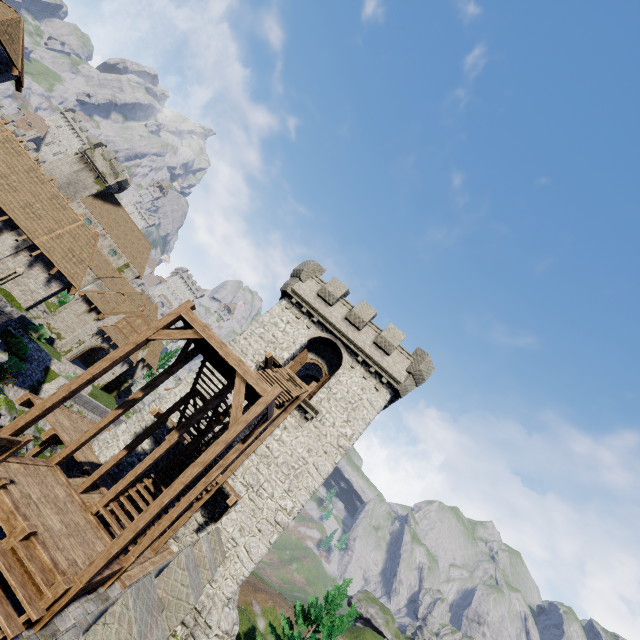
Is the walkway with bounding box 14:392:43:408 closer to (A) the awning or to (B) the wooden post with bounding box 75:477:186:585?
(B) the wooden post with bounding box 75:477:186:585

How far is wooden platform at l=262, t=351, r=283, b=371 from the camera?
17.6 meters

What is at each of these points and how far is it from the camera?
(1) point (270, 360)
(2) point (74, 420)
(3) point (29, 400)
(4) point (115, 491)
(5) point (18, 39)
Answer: (1) wooden platform, 18.2 meters
(2) walkway, 17.0 meters
(3) walkway, 14.6 meters
(4) wooden post, 10.0 meters
(5) building, 20.2 meters

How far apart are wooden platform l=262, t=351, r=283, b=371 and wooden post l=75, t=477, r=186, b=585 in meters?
9.0 m

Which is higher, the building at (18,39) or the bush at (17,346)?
the building at (18,39)

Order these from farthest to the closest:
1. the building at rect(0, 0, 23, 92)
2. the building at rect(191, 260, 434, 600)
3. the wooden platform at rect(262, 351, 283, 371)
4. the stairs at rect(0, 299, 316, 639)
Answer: the building at rect(0, 0, 23, 92) → the wooden platform at rect(262, 351, 283, 371) → the building at rect(191, 260, 434, 600) → the stairs at rect(0, 299, 316, 639)

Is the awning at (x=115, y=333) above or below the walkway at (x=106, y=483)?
above

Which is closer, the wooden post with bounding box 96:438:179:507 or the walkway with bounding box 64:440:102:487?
the wooden post with bounding box 96:438:179:507
